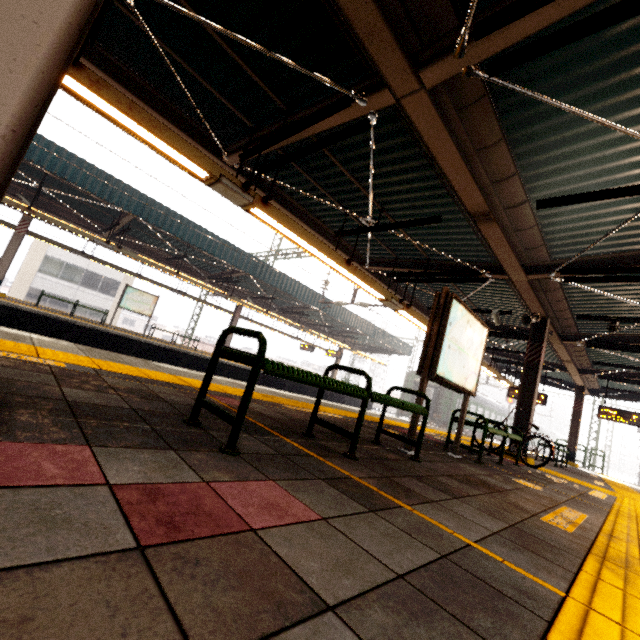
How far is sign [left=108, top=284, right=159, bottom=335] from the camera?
14.69m

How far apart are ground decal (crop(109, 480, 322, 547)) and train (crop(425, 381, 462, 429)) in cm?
2417

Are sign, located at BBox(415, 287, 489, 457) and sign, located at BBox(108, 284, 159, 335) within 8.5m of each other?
no

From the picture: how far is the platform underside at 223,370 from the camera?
14.6m

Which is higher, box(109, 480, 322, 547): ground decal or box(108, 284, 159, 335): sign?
box(108, 284, 159, 335): sign

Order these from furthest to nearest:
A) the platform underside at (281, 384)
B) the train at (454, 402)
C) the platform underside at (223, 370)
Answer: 1. the train at (454, 402)
2. the platform underside at (281, 384)
3. the platform underside at (223, 370)

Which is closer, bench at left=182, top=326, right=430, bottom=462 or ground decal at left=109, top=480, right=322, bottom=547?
ground decal at left=109, top=480, right=322, bottom=547

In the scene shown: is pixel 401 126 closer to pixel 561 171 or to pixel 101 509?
pixel 561 171
